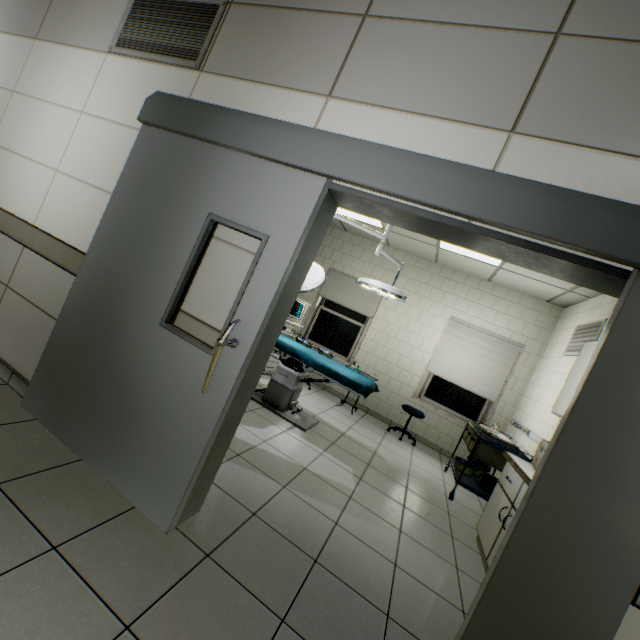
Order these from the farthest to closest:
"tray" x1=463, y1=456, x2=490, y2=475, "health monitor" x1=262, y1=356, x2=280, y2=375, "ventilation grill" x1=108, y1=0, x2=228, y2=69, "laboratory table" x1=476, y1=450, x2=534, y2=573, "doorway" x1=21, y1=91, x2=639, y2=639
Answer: "health monitor" x1=262, y1=356, x2=280, y2=375, "tray" x1=463, y1=456, x2=490, y2=475, "laboratory table" x1=476, y1=450, x2=534, y2=573, "ventilation grill" x1=108, y1=0, x2=228, y2=69, "doorway" x1=21, y1=91, x2=639, y2=639

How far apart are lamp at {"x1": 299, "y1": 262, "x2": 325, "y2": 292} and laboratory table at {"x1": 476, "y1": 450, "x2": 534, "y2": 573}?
1.96m

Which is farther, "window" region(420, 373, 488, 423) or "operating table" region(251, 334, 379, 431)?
"window" region(420, 373, 488, 423)

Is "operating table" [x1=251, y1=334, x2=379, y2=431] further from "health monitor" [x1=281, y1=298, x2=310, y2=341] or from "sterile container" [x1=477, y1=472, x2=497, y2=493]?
"sterile container" [x1=477, y1=472, x2=497, y2=493]

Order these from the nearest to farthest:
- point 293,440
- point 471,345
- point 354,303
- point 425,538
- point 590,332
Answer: point 425,538 < point 293,440 < point 590,332 < point 471,345 < point 354,303

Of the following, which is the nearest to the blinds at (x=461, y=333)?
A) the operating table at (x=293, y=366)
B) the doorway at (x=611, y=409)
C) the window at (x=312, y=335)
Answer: the window at (x=312, y=335)

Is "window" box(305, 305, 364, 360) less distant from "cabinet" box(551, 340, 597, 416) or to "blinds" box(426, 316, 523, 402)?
"blinds" box(426, 316, 523, 402)

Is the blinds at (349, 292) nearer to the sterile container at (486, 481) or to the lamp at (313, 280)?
the lamp at (313, 280)
